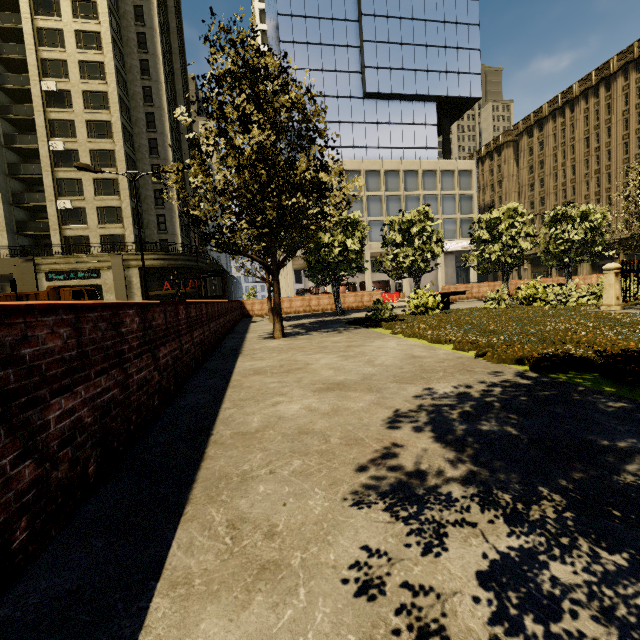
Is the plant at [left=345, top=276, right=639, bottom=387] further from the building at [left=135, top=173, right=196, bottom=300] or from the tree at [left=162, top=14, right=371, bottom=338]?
the building at [left=135, top=173, right=196, bottom=300]

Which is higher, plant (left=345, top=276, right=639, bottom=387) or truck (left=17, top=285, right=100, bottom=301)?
truck (left=17, top=285, right=100, bottom=301)

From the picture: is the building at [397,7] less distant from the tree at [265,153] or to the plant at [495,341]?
the tree at [265,153]

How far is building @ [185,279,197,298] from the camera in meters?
34.6 m

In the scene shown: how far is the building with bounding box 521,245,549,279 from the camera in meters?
54.8 m

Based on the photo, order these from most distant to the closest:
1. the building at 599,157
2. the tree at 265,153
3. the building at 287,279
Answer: the building at 599,157 → the building at 287,279 → the tree at 265,153

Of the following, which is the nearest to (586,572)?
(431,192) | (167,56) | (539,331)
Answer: (539,331)
